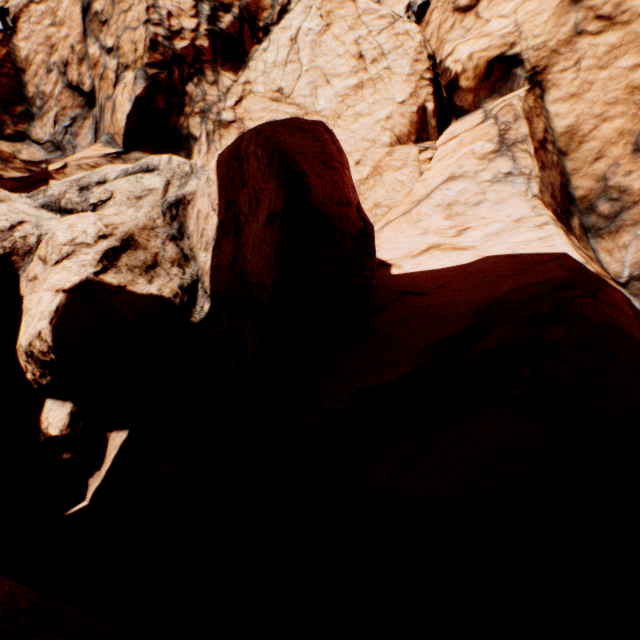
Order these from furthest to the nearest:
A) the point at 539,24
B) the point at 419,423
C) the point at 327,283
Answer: the point at 539,24 → the point at 327,283 → the point at 419,423
